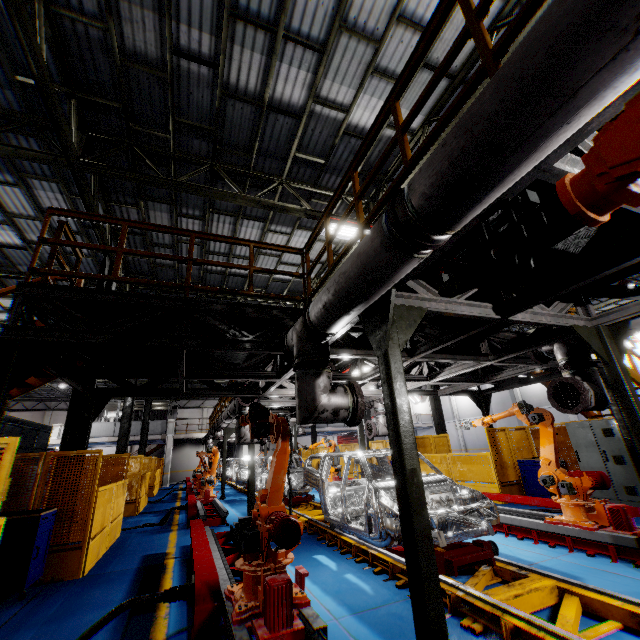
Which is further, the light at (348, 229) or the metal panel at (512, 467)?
the metal panel at (512, 467)

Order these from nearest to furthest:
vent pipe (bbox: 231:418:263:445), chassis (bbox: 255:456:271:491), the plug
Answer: the plug → vent pipe (bbox: 231:418:263:445) → chassis (bbox: 255:456:271:491)

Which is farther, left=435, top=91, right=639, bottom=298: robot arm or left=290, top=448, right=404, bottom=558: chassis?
left=290, top=448, right=404, bottom=558: chassis

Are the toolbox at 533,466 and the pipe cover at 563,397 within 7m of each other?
yes

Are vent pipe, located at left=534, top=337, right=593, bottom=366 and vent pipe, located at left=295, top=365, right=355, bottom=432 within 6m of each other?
yes

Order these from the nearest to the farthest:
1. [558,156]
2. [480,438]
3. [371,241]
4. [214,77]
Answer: [558,156]
[371,241]
[214,77]
[480,438]

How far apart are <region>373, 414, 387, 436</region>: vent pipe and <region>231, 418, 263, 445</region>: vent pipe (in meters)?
3.64

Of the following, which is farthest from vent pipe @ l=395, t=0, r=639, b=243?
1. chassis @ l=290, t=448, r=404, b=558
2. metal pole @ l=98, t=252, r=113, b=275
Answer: metal pole @ l=98, t=252, r=113, b=275
